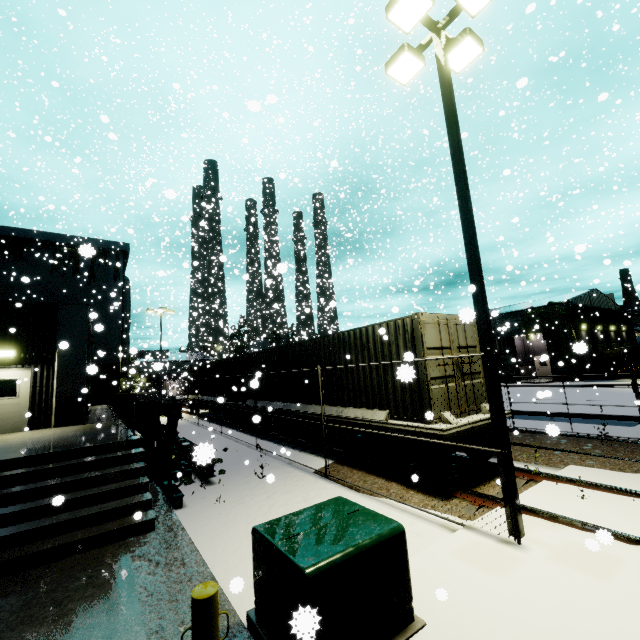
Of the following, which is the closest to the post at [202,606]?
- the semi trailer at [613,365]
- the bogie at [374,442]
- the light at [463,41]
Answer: the light at [463,41]

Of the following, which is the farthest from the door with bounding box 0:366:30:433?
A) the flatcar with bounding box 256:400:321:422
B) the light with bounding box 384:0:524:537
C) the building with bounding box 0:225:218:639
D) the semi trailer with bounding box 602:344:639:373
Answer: the semi trailer with bounding box 602:344:639:373

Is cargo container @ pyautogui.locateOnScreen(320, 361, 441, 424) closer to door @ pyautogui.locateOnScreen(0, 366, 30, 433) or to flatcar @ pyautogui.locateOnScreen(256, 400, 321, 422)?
flatcar @ pyautogui.locateOnScreen(256, 400, 321, 422)

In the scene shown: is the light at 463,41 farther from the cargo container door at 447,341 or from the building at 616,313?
the building at 616,313

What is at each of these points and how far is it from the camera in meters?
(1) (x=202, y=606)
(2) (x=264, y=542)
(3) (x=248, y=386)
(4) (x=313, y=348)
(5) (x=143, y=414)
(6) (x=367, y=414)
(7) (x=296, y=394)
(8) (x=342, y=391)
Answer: (1) post, 2.5 m
(2) electrical box, 3.7 m
(3) cargo container, 16.9 m
(4) cargo container, 11.7 m
(5) ceiling beam support, 17.1 m
(6) flatcar, 9.0 m
(7) cargo container, 12.7 m
(8) cargo container, 10.3 m

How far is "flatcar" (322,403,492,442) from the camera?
7.2m

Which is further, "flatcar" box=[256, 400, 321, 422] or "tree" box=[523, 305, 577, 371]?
"tree" box=[523, 305, 577, 371]

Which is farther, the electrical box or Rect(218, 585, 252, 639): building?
Rect(218, 585, 252, 639): building
